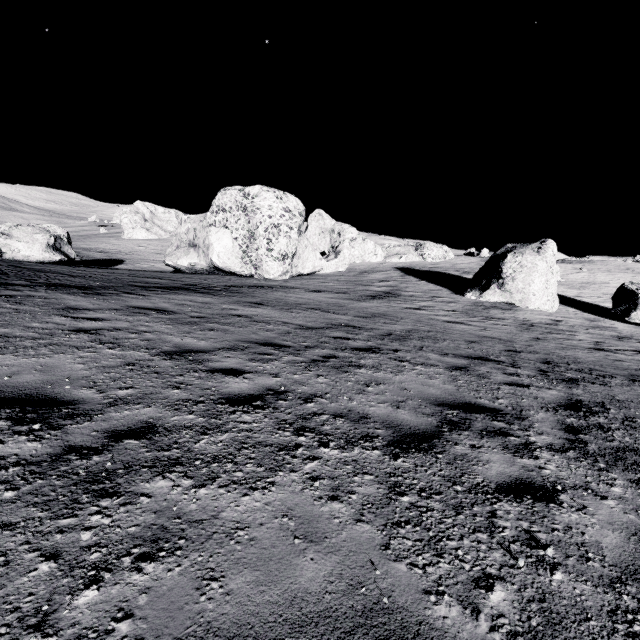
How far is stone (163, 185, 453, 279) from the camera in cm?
2494

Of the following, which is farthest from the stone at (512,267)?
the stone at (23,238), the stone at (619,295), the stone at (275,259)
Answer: the stone at (23,238)

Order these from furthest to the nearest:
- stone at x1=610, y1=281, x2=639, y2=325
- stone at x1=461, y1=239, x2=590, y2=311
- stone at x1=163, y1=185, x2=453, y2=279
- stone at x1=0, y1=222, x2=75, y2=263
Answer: stone at x1=163, y1=185, x2=453, y2=279, stone at x1=461, y1=239, x2=590, y2=311, stone at x1=0, y1=222, x2=75, y2=263, stone at x1=610, y1=281, x2=639, y2=325

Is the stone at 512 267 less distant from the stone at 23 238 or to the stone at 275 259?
the stone at 275 259

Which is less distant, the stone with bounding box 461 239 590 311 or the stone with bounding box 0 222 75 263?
the stone with bounding box 0 222 75 263

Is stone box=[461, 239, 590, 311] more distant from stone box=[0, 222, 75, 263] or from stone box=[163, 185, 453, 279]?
stone box=[0, 222, 75, 263]

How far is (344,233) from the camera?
43.6 meters

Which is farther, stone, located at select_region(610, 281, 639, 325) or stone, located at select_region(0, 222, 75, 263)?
stone, located at select_region(0, 222, 75, 263)
